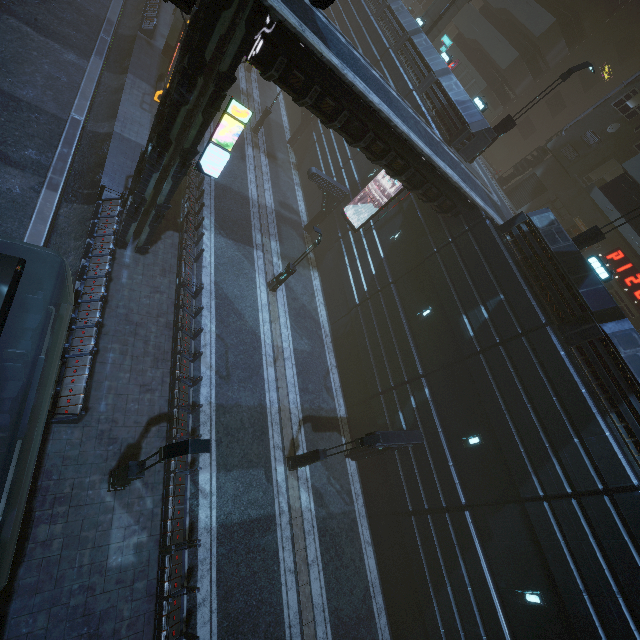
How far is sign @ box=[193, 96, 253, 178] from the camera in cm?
1110

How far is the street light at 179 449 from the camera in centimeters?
809cm

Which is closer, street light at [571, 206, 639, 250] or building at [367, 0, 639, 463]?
building at [367, 0, 639, 463]

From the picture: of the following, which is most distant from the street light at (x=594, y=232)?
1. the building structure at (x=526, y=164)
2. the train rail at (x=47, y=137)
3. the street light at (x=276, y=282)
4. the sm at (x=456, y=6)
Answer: the sm at (x=456, y=6)

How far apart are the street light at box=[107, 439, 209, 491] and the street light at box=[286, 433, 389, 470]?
6.7 meters

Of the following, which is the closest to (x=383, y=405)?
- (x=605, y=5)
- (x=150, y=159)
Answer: (x=150, y=159)

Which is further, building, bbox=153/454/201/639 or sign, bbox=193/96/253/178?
sign, bbox=193/96/253/178

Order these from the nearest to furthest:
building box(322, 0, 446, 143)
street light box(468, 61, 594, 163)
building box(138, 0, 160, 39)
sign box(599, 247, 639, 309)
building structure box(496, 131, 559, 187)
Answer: street light box(468, 61, 594, 163) < sign box(599, 247, 639, 309) < building box(322, 0, 446, 143) < building box(138, 0, 160, 39) < building structure box(496, 131, 559, 187)
